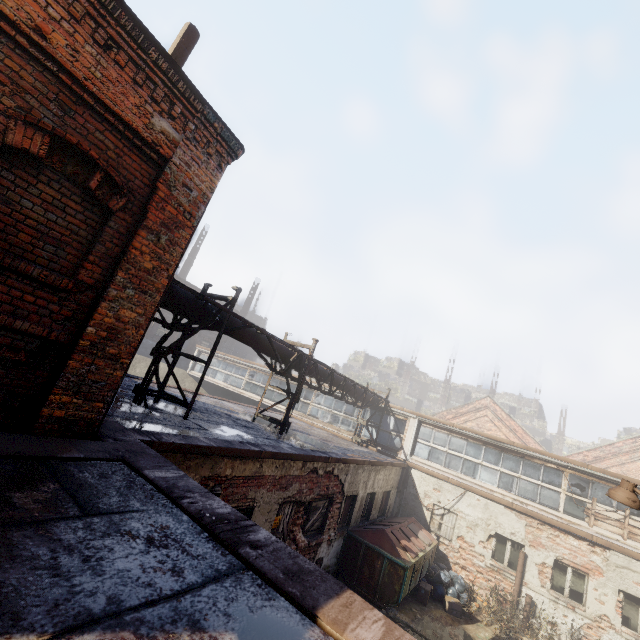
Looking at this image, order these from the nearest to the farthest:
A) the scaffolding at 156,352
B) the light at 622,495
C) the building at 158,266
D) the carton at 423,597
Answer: the building at 158,266, the light at 622,495, the scaffolding at 156,352, the carton at 423,597

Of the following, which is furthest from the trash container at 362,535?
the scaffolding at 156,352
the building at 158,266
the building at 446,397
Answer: the building at 446,397

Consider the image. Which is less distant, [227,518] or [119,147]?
[227,518]

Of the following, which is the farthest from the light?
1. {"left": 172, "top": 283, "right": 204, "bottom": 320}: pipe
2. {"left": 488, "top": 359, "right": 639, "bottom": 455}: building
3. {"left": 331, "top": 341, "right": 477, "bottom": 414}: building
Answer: {"left": 488, "top": 359, "right": 639, "bottom": 455}: building

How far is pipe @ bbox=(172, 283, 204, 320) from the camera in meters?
7.1 m

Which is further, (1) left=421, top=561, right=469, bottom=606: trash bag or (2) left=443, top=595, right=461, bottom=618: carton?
(1) left=421, top=561, right=469, bottom=606: trash bag

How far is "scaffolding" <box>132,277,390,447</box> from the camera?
7.09m

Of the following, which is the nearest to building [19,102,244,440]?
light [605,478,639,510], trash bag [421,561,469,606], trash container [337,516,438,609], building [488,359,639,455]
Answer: light [605,478,639,510]
